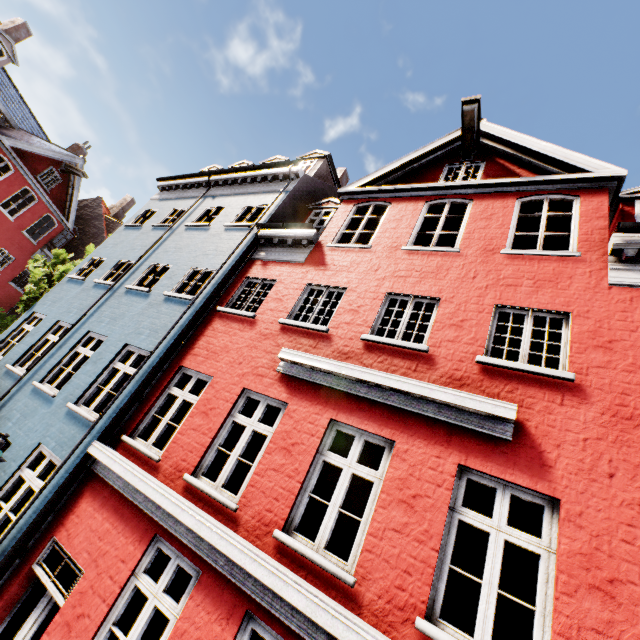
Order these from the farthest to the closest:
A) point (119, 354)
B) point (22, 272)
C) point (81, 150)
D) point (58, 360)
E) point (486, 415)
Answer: point (81, 150) → point (22, 272) → point (58, 360) → point (119, 354) → point (486, 415)
